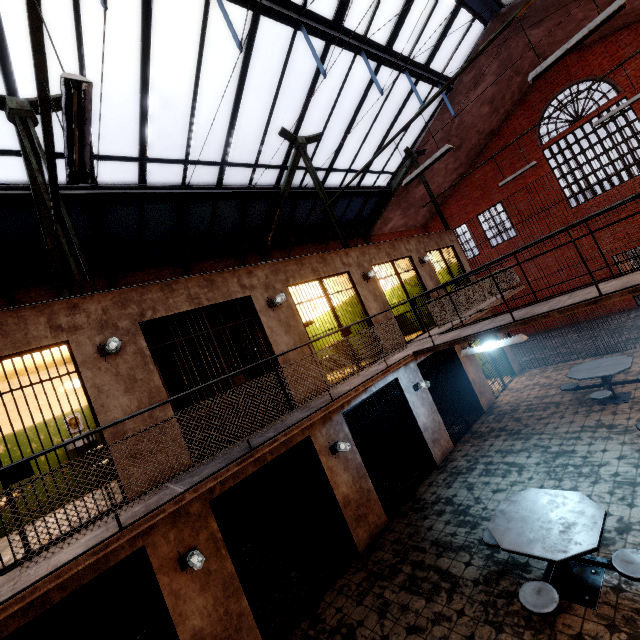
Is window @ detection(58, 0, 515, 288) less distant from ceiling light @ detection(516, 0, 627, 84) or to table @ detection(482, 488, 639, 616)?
ceiling light @ detection(516, 0, 627, 84)

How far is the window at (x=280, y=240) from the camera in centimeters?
1091cm

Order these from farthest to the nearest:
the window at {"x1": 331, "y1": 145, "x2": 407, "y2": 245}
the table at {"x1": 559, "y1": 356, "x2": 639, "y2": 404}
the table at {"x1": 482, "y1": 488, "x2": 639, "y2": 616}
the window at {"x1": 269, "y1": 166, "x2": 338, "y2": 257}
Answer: the window at {"x1": 331, "y1": 145, "x2": 407, "y2": 245}
the window at {"x1": 269, "y1": 166, "x2": 338, "y2": 257}
the table at {"x1": 559, "y1": 356, "x2": 639, "y2": 404}
the table at {"x1": 482, "y1": 488, "x2": 639, "y2": 616}

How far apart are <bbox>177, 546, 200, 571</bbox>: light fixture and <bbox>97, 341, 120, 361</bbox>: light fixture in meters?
3.0

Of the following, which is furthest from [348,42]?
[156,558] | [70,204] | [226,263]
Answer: [156,558]

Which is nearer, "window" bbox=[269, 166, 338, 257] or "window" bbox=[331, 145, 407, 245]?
"window" bbox=[269, 166, 338, 257]

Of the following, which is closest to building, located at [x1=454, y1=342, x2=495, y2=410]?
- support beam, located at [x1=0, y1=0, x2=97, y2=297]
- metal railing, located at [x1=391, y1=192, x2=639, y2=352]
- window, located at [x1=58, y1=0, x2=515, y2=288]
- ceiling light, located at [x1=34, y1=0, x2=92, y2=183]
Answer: metal railing, located at [x1=391, y1=192, x2=639, y2=352]

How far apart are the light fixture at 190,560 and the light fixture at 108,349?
2.99m
